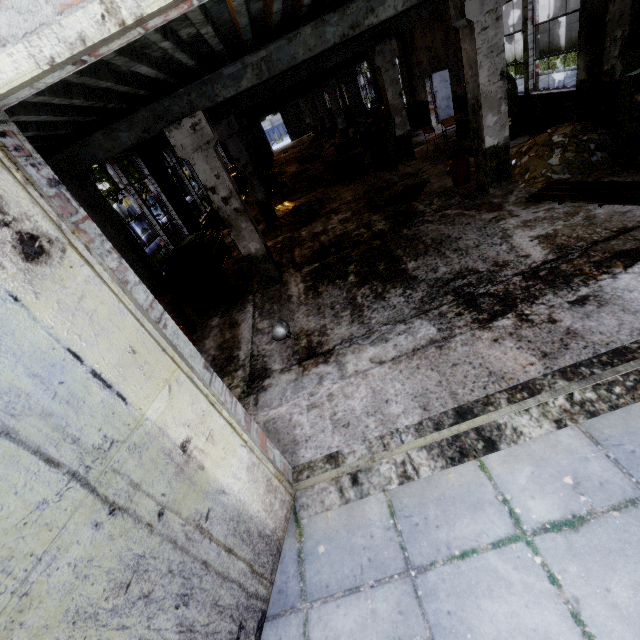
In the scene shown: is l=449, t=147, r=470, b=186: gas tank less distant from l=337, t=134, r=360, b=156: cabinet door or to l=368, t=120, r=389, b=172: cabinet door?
l=368, t=120, r=389, b=172: cabinet door

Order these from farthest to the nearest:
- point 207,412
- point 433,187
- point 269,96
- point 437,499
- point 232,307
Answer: point 269,96 → point 433,187 → point 232,307 → point 437,499 → point 207,412

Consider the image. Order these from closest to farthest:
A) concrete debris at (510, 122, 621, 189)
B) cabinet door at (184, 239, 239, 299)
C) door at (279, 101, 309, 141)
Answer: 1. concrete debris at (510, 122, 621, 189)
2. cabinet door at (184, 239, 239, 299)
3. door at (279, 101, 309, 141)

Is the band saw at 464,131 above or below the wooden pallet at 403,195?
above

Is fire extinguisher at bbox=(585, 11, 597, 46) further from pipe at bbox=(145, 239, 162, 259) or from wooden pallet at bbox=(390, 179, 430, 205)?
pipe at bbox=(145, 239, 162, 259)

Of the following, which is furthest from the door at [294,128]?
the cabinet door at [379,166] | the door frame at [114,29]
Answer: the door frame at [114,29]

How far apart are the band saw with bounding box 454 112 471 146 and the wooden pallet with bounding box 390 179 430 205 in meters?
1.8 m

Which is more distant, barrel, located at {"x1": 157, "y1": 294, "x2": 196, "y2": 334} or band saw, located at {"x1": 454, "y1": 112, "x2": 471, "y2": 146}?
band saw, located at {"x1": 454, "y1": 112, "x2": 471, "y2": 146}
